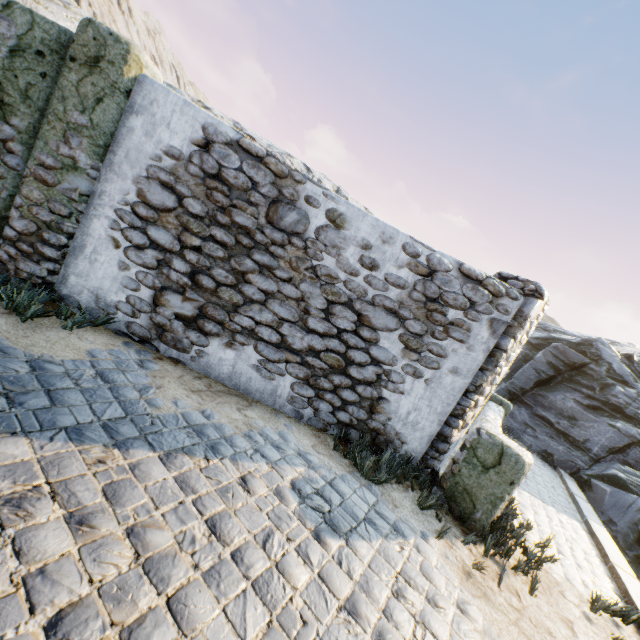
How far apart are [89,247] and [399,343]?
4.2 meters

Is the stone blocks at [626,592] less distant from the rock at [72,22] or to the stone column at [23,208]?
the rock at [72,22]

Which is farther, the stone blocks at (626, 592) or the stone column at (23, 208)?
the stone blocks at (626, 592)

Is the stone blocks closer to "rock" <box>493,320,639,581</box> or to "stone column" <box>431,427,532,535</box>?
"rock" <box>493,320,639,581</box>

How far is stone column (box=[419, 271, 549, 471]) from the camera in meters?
4.3

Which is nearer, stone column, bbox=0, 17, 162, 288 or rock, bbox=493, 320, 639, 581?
stone column, bbox=0, 17, 162, 288

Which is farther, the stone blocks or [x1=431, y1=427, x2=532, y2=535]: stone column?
the stone blocks

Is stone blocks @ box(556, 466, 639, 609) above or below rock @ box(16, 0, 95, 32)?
below
